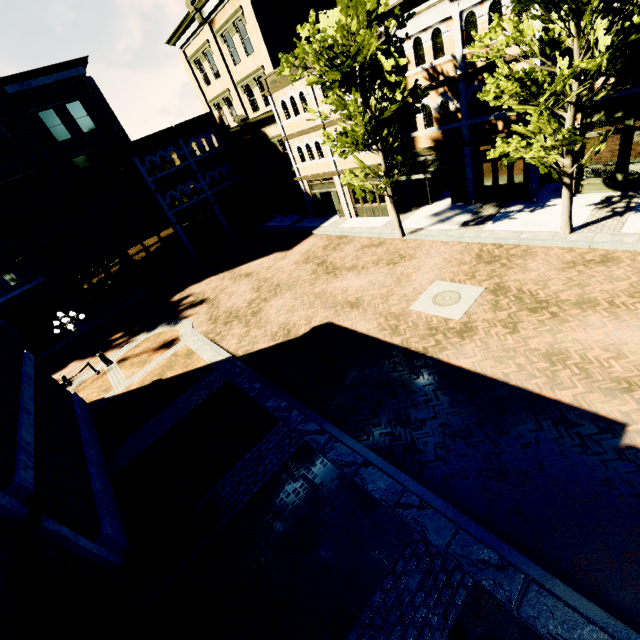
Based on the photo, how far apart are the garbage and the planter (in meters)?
0.11

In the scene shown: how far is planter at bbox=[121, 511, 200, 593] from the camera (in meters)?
7.17

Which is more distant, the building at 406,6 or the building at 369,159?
the building at 369,159

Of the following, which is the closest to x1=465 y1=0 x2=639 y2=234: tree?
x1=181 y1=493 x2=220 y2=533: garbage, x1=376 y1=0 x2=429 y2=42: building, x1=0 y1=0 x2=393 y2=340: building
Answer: x1=376 y1=0 x2=429 y2=42: building

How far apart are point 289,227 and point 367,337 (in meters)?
17.12

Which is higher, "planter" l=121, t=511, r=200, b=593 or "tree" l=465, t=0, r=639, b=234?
"tree" l=465, t=0, r=639, b=234

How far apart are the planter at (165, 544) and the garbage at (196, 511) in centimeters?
11cm

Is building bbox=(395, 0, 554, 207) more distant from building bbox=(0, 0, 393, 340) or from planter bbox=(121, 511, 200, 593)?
planter bbox=(121, 511, 200, 593)
